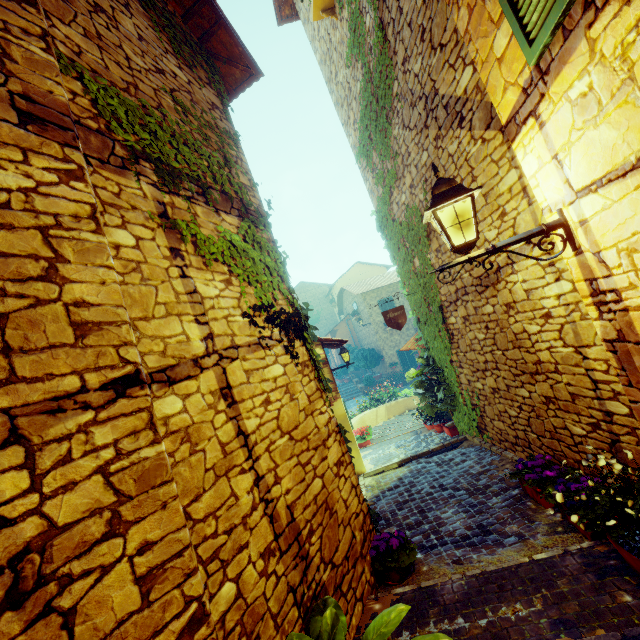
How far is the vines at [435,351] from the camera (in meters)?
6.04

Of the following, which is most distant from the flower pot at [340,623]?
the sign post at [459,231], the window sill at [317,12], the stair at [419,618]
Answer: the window sill at [317,12]

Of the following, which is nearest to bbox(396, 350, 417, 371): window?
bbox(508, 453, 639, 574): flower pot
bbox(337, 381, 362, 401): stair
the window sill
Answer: bbox(337, 381, 362, 401): stair

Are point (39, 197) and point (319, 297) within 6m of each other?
no

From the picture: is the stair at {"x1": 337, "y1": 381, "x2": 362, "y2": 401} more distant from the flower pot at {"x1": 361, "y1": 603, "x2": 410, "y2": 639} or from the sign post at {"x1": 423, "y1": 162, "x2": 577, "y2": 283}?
the flower pot at {"x1": 361, "y1": 603, "x2": 410, "y2": 639}

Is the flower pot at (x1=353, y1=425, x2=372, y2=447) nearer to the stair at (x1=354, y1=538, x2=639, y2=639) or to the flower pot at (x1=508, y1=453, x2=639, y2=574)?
the flower pot at (x1=508, y1=453, x2=639, y2=574)

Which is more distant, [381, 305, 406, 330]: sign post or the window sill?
[381, 305, 406, 330]: sign post

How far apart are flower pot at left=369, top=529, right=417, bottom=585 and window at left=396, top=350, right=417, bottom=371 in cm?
1886
